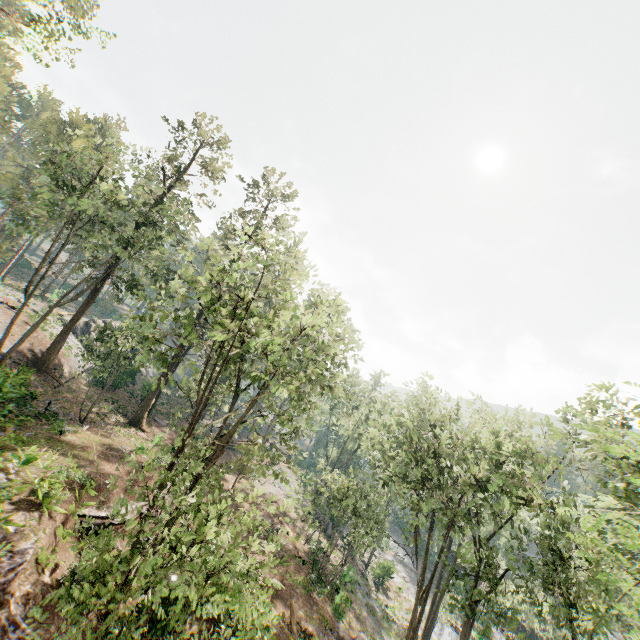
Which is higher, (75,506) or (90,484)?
(90,484)

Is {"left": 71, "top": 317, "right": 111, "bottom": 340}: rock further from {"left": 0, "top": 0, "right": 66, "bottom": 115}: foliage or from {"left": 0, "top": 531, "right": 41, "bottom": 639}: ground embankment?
{"left": 0, "top": 531, "right": 41, "bottom": 639}: ground embankment

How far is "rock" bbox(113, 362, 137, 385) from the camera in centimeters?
3788cm

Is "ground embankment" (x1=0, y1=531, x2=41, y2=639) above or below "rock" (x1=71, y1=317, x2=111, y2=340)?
below

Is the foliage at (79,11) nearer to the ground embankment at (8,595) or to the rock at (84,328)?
the rock at (84,328)

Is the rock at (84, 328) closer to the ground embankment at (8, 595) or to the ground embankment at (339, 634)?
the ground embankment at (8, 595)

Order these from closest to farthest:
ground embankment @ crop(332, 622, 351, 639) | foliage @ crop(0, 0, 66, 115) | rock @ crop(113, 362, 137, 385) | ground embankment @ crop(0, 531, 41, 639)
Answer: ground embankment @ crop(0, 531, 41, 639) → ground embankment @ crop(332, 622, 351, 639) → foliage @ crop(0, 0, 66, 115) → rock @ crop(113, 362, 137, 385)
